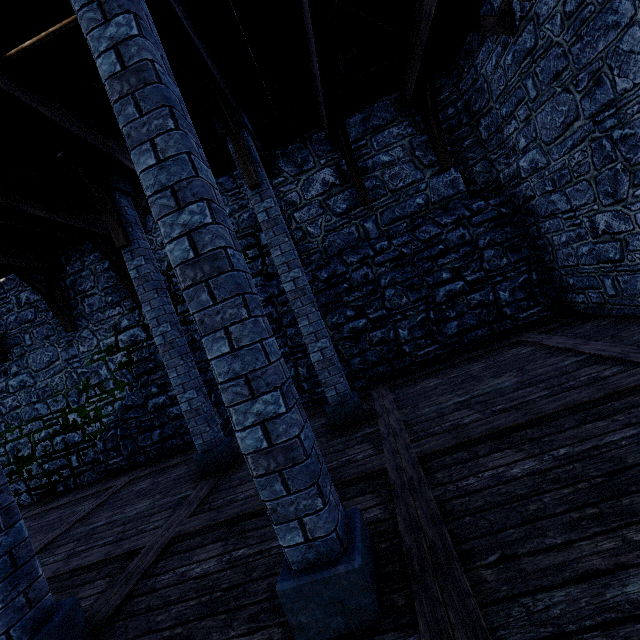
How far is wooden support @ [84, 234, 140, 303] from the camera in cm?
729

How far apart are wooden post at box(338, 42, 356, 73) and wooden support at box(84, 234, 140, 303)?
6.3m

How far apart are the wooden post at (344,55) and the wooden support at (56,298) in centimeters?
828cm

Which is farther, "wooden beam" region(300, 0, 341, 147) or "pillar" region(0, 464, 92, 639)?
"wooden beam" region(300, 0, 341, 147)

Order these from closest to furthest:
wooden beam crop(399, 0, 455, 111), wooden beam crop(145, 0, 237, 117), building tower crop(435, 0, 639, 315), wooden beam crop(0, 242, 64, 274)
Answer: wooden beam crop(145, 0, 237, 117) → building tower crop(435, 0, 639, 315) → wooden beam crop(399, 0, 455, 111) → wooden beam crop(0, 242, 64, 274)

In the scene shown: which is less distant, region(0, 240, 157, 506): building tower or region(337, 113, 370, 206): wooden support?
region(337, 113, 370, 206): wooden support

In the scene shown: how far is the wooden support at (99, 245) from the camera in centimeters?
729cm

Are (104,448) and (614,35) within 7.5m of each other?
no
